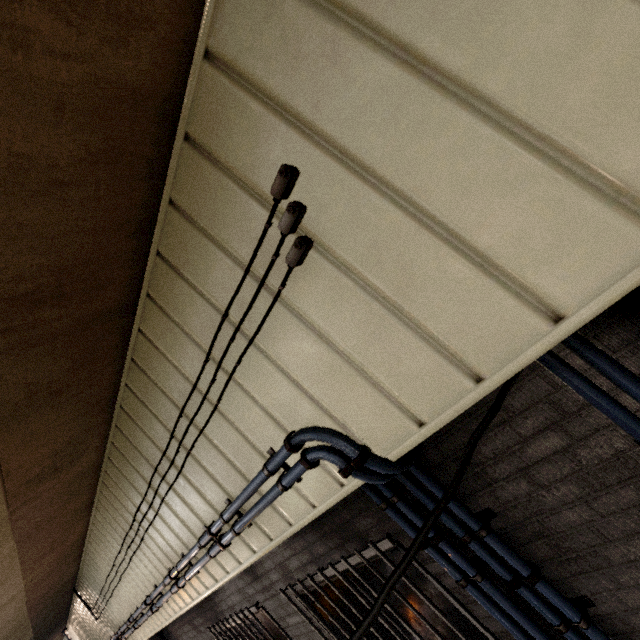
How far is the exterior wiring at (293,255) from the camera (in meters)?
1.35

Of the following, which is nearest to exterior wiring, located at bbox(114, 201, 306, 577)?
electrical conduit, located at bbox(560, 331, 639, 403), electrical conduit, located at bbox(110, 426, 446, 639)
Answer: electrical conduit, located at bbox(110, 426, 446, 639)

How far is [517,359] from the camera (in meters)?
1.14

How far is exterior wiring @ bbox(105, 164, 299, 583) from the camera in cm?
127

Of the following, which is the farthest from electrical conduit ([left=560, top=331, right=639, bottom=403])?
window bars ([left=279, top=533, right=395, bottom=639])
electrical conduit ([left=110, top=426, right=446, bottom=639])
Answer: window bars ([left=279, top=533, right=395, bottom=639])

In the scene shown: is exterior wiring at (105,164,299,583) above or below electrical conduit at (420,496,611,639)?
above

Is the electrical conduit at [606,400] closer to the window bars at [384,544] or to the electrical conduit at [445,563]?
the electrical conduit at [445,563]

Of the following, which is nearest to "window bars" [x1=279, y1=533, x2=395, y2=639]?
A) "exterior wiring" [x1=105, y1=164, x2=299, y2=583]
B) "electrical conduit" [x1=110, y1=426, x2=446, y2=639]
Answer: "electrical conduit" [x1=110, y1=426, x2=446, y2=639]
